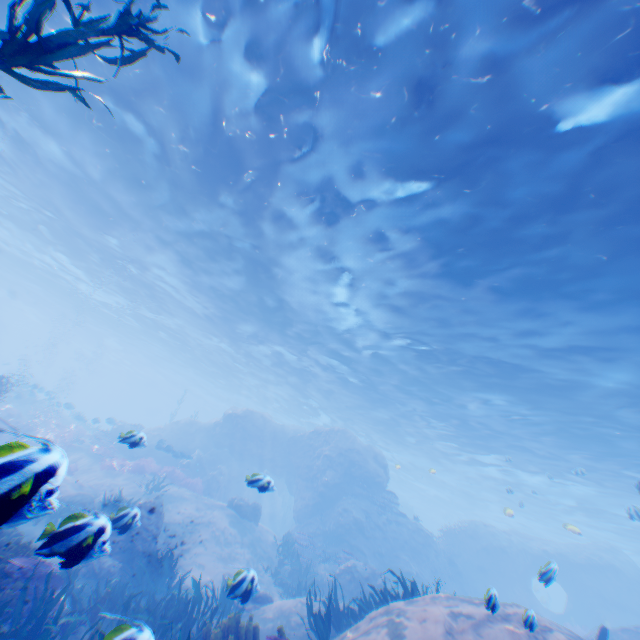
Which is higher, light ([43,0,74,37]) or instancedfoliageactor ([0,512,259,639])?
light ([43,0,74,37])

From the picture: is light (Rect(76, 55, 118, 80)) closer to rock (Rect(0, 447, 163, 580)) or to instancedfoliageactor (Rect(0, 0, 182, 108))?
rock (Rect(0, 447, 163, 580))

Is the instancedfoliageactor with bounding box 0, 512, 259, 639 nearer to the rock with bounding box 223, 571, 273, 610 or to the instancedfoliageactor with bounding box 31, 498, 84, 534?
the instancedfoliageactor with bounding box 31, 498, 84, 534

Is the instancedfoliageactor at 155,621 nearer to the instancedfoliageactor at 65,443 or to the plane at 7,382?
the instancedfoliageactor at 65,443

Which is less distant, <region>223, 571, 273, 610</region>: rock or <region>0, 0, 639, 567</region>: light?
<region>223, 571, 273, 610</region>: rock

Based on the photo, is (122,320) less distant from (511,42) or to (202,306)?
(202,306)

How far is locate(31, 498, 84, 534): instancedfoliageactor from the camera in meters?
2.0

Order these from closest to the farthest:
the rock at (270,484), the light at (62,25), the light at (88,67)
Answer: the light at (62,25), the light at (88,67), the rock at (270,484)
